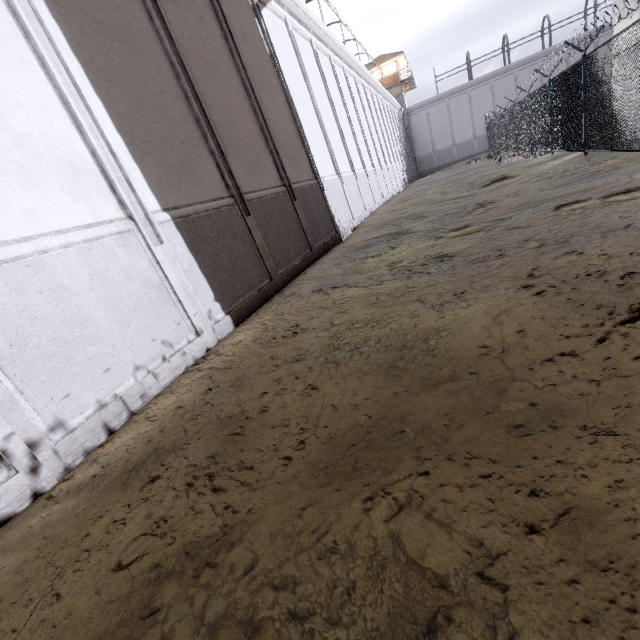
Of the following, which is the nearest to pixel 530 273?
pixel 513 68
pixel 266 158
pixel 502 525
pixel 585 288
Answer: pixel 585 288

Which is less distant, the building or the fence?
the fence

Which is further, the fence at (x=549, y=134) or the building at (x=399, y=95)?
the building at (x=399, y=95)

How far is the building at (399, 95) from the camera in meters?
41.4 m

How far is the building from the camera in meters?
41.4 m

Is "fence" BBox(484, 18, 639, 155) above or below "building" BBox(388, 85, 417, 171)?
below
